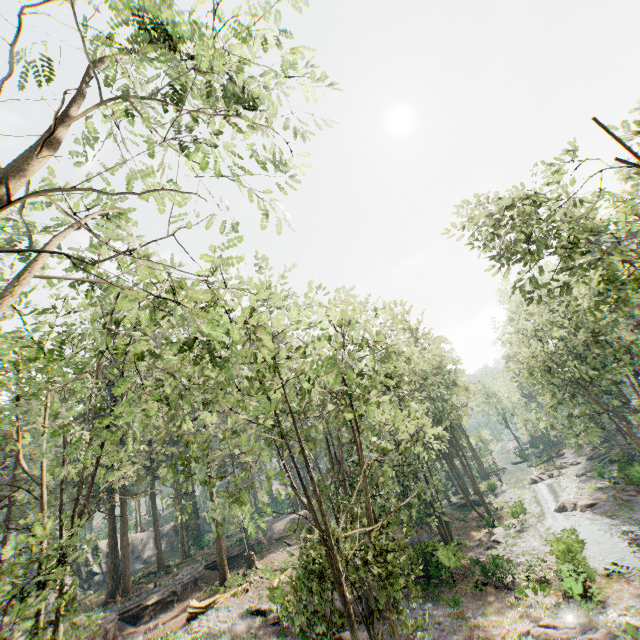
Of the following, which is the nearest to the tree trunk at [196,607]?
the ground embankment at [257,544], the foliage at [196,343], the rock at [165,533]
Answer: the foliage at [196,343]

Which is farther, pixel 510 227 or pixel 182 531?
pixel 182 531

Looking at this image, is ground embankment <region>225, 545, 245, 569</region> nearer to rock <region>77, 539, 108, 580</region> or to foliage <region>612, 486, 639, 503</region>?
foliage <region>612, 486, 639, 503</region>

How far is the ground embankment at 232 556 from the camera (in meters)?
35.53

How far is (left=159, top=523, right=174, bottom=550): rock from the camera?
49.2m

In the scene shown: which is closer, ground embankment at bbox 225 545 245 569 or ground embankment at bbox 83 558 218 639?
ground embankment at bbox 83 558 218 639

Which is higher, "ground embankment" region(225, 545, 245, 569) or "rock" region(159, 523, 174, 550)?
"rock" region(159, 523, 174, 550)
